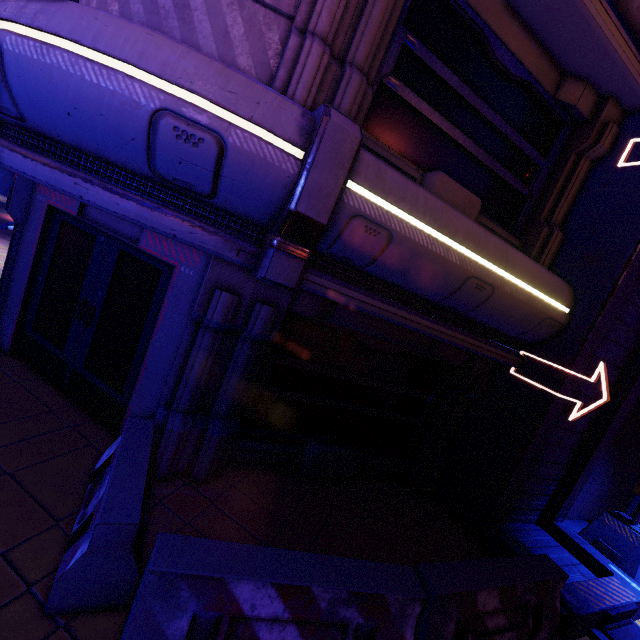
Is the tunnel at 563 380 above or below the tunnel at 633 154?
below

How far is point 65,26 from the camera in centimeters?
269cm

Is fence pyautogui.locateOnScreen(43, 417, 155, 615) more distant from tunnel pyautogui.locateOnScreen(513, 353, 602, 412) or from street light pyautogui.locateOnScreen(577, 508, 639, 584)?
street light pyautogui.locateOnScreen(577, 508, 639, 584)

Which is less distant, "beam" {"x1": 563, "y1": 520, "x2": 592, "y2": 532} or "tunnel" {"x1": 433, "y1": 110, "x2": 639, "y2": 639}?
"tunnel" {"x1": 433, "y1": 110, "x2": 639, "y2": 639}

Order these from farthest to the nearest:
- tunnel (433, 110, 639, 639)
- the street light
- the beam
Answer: the beam, the street light, tunnel (433, 110, 639, 639)

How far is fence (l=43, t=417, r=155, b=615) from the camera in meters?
2.5 m

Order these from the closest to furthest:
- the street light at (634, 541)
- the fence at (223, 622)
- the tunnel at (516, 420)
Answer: the fence at (223, 622), the tunnel at (516, 420), the street light at (634, 541)

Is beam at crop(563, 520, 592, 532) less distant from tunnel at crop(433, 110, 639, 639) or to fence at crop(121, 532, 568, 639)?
tunnel at crop(433, 110, 639, 639)
